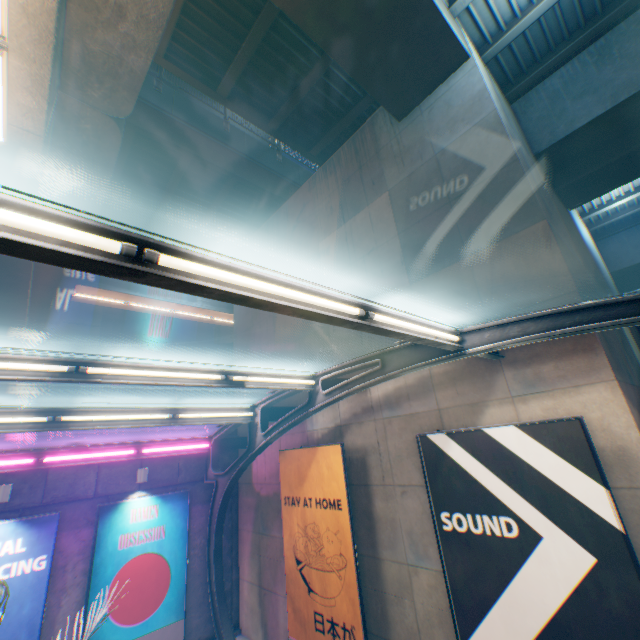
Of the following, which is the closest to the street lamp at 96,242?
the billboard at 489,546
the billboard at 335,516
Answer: the billboard at 489,546

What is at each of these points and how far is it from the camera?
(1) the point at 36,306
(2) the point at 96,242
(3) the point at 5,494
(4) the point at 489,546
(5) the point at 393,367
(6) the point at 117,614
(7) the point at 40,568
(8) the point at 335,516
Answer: (1) overpass support, 15.2m
(2) street lamp, 2.0m
(3) street lamp, 8.1m
(4) billboard, 5.0m
(5) canopy, 6.1m
(6) billboard, 8.9m
(7) billboard, 8.3m
(8) billboard, 7.4m

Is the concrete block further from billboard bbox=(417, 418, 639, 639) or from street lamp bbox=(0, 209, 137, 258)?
street lamp bbox=(0, 209, 137, 258)

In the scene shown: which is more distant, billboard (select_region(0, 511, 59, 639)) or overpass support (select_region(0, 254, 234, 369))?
overpass support (select_region(0, 254, 234, 369))

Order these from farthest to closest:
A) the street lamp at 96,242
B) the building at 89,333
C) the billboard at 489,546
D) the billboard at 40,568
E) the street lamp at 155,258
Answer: the building at 89,333 → the billboard at 40,568 → the billboard at 489,546 → the street lamp at 155,258 → the street lamp at 96,242

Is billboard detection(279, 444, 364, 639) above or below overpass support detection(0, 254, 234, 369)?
below

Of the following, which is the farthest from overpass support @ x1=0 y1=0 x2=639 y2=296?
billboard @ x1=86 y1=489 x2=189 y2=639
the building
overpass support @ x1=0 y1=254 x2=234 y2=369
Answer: the building

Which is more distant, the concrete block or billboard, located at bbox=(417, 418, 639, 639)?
the concrete block
